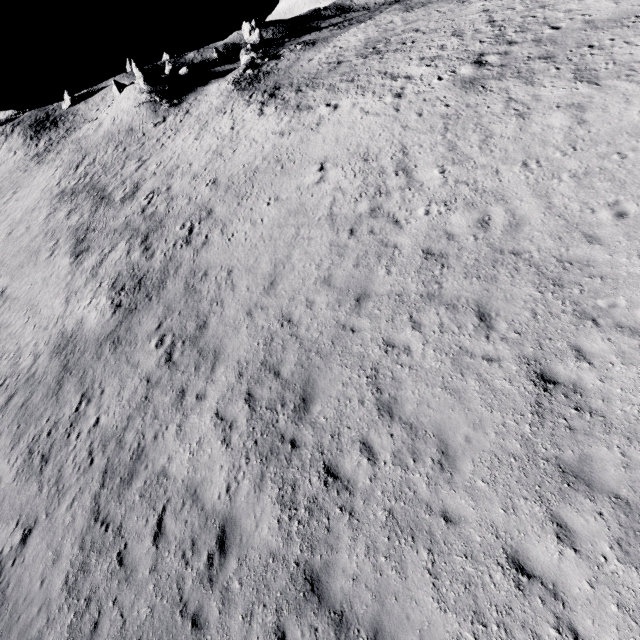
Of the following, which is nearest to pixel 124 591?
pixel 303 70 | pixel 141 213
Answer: pixel 141 213
